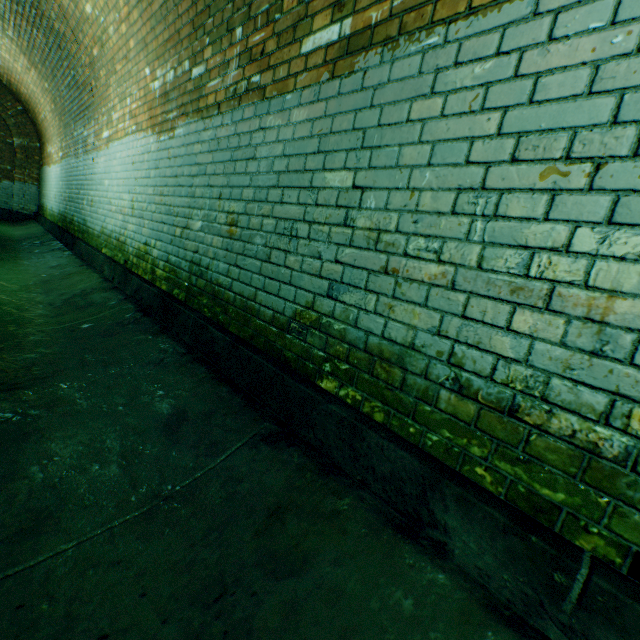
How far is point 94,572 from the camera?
1.1m
